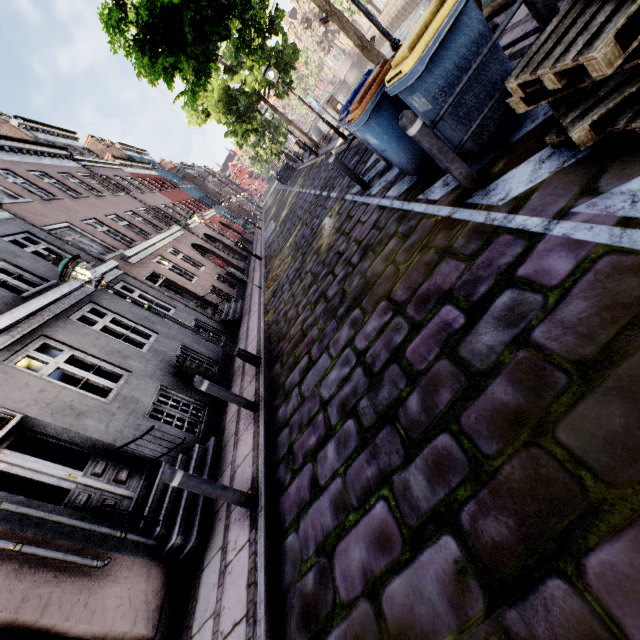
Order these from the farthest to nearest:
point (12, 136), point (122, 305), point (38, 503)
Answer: point (12, 136), point (122, 305), point (38, 503)

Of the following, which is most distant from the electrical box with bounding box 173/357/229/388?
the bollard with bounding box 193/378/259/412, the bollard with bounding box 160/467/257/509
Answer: the bollard with bounding box 160/467/257/509

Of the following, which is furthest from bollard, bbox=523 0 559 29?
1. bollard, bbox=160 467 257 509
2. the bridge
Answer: the bridge

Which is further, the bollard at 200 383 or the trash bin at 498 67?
the bollard at 200 383

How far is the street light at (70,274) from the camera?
5.18m

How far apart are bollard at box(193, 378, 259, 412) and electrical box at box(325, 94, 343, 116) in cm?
1309

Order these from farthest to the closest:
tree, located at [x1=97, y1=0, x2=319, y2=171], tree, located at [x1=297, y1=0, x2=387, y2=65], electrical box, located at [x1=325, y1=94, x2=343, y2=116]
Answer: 1. electrical box, located at [x1=325, y1=94, x2=343, y2=116]
2. tree, located at [x1=297, y1=0, x2=387, y2=65]
3. tree, located at [x1=97, y1=0, x2=319, y2=171]

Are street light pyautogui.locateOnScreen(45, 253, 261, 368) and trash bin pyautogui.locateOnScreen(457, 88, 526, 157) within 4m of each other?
no
